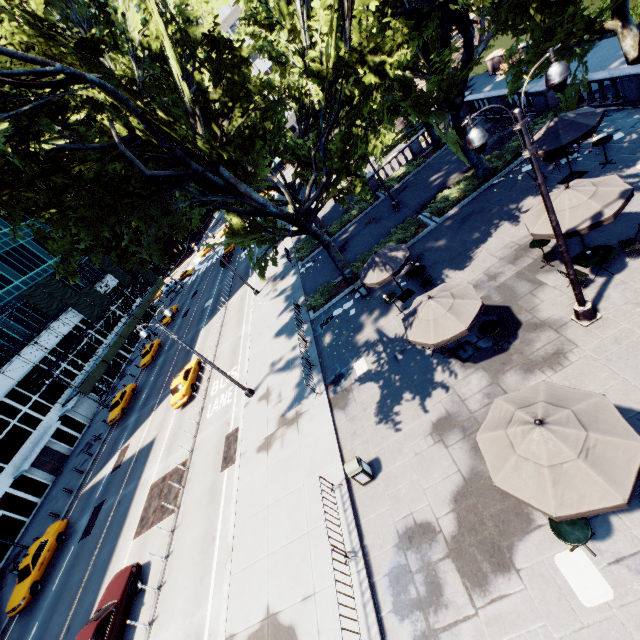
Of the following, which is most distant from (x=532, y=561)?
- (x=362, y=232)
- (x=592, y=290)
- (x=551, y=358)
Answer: (x=362, y=232)

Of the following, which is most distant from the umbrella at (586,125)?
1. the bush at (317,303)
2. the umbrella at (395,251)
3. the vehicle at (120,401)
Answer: the vehicle at (120,401)

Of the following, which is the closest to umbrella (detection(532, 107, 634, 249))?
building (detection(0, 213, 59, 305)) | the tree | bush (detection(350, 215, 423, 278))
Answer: the tree

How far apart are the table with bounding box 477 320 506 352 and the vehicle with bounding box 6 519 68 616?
30.5 meters

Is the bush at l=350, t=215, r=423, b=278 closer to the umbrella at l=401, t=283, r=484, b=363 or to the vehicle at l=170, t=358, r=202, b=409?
the umbrella at l=401, t=283, r=484, b=363

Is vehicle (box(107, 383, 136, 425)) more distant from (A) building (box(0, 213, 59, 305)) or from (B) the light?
(B) the light

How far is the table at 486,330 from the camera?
10.64m

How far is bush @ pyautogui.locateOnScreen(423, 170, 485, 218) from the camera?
19.3m
